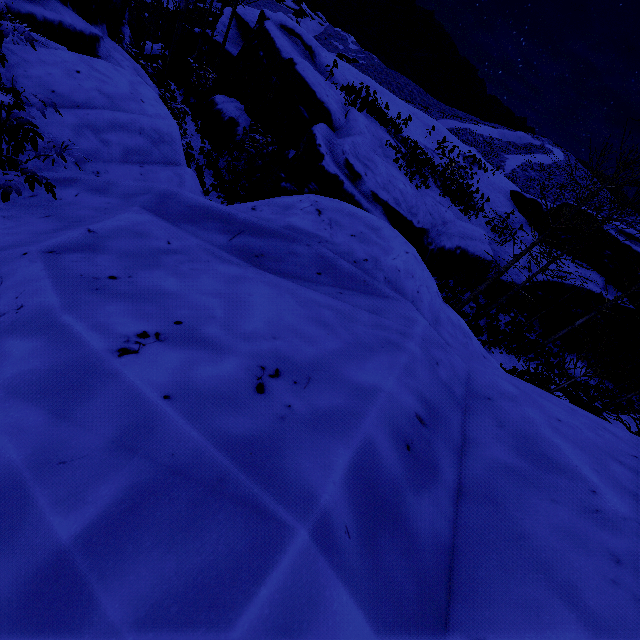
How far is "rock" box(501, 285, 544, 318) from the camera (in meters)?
19.20

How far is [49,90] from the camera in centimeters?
511cm

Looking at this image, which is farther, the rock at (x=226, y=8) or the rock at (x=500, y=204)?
the rock at (x=226, y=8)

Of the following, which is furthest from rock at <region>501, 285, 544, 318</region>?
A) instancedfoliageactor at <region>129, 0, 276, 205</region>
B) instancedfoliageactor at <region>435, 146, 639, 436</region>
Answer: instancedfoliageactor at <region>129, 0, 276, 205</region>

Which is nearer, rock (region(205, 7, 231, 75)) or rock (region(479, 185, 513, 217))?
rock (region(479, 185, 513, 217))

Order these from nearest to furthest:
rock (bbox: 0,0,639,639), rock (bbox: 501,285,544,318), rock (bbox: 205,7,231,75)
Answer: rock (bbox: 0,0,639,639) → rock (bbox: 501,285,544,318) → rock (bbox: 205,7,231,75)

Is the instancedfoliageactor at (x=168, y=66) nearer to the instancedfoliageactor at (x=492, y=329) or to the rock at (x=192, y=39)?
the rock at (x=192, y=39)
